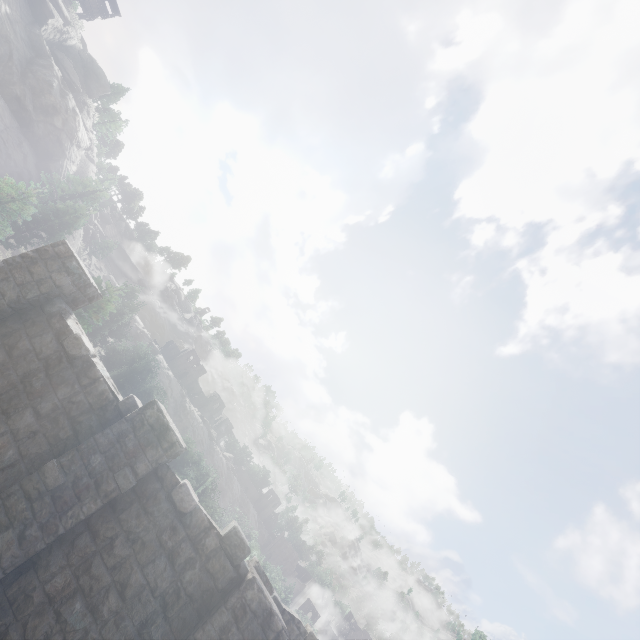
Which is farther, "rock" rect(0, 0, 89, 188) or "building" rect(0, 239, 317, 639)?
"rock" rect(0, 0, 89, 188)

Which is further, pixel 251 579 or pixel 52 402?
pixel 52 402

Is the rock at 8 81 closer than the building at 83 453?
No

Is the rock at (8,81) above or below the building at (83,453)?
above

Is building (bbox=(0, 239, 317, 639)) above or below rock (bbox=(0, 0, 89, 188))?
below
